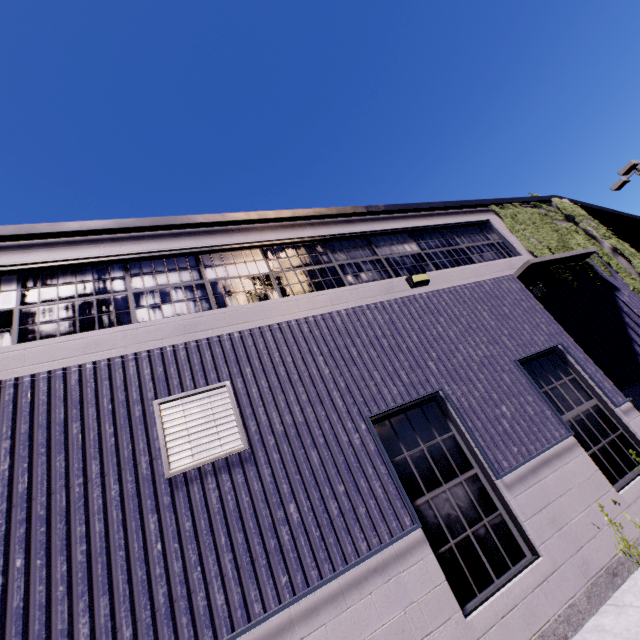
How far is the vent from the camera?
3.95m

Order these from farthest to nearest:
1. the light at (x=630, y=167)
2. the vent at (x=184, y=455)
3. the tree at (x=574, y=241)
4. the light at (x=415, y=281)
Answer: the light at (x=630, y=167) → the tree at (x=574, y=241) → the light at (x=415, y=281) → the vent at (x=184, y=455)

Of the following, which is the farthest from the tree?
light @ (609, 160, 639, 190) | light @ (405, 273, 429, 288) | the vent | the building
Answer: light @ (609, 160, 639, 190)

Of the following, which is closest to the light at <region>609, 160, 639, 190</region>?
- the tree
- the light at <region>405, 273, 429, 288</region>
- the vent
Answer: the tree

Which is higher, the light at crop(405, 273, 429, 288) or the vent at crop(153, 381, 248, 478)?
the light at crop(405, 273, 429, 288)

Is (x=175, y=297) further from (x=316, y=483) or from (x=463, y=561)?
(x=463, y=561)

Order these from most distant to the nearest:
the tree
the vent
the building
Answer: the tree
the vent
the building

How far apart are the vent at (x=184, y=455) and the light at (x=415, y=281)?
4.17m
